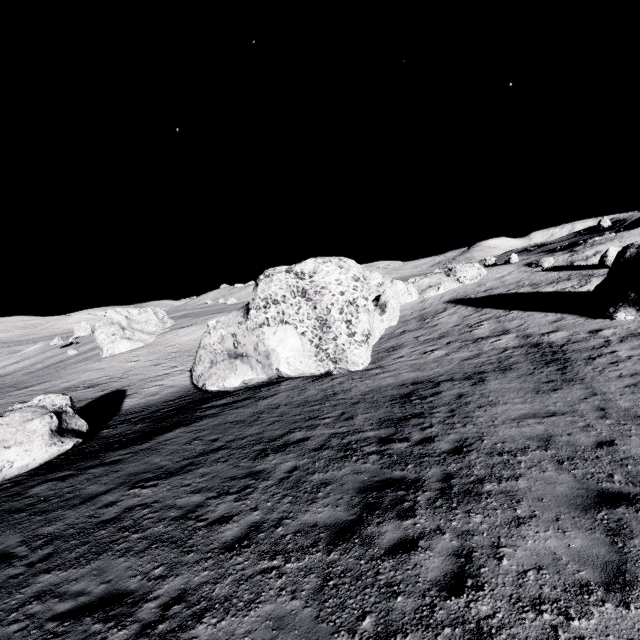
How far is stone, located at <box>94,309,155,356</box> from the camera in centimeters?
5372cm

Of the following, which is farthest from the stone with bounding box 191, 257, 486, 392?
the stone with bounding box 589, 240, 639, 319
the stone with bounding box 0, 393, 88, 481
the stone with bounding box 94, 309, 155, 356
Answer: the stone with bounding box 94, 309, 155, 356

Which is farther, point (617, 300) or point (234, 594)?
point (617, 300)

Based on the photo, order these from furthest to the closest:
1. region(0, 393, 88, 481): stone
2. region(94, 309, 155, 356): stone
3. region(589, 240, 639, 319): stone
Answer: region(94, 309, 155, 356): stone, region(589, 240, 639, 319): stone, region(0, 393, 88, 481): stone

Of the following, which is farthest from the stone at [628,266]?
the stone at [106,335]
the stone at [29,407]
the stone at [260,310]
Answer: the stone at [106,335]

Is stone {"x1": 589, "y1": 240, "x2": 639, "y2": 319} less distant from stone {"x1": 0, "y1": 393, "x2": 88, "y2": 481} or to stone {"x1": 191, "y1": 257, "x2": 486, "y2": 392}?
stone {"x1": 191, "y1": 257, "x2": 486, "y2": 392}

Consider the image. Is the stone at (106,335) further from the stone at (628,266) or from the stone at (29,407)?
the stone at (628,266)

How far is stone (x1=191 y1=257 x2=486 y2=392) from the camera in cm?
1858
